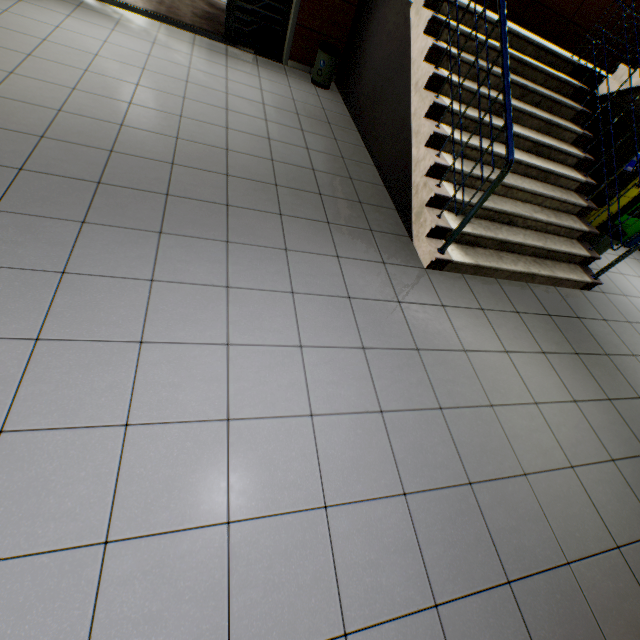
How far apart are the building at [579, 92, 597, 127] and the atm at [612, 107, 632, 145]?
0.8m

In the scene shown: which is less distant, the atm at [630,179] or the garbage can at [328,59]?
the atm at [630,179]

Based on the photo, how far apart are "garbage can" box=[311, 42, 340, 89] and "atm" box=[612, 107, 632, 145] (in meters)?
4.08

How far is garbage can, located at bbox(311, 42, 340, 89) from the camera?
5.33m

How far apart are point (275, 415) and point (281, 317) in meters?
0.7 m

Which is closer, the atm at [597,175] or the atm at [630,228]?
the atm at [597,175]

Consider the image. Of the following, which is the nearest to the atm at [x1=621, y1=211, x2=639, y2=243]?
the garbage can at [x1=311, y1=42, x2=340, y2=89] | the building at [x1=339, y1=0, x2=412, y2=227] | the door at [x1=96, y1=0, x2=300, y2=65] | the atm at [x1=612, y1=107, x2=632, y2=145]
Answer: the atm at [x1=612, y1=107, x2=632, y2=145]

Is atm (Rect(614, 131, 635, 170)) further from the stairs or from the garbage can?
the garbage can
